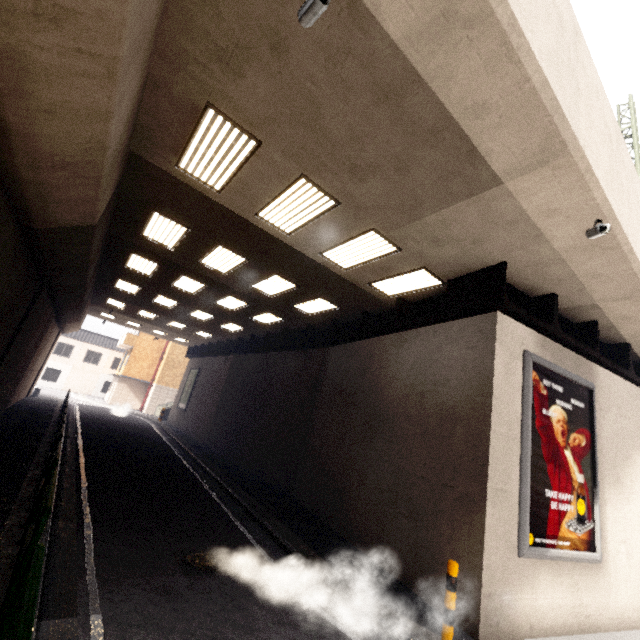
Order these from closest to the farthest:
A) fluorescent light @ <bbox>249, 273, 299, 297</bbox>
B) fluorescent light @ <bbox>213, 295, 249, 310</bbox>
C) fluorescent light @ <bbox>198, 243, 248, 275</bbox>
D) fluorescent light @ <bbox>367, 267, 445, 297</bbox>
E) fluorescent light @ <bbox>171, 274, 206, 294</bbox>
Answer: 1. fluorescent light @ <bbox>367, 267, 445, 297</bbox>
2. fluorescent light @ <bbox>198, 243, 248, 275</bbox>
3. fluorescent light @ <bbox>249, 273, 299, 297</bbox>
4. fluorescent light @ <bbox>171, 274, 206, 294</bbox>
5. fluorescent light @ <bbox>213, 295, 249, 310</bbox>

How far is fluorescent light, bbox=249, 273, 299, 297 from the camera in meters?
10.7 m

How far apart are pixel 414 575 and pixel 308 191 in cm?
815

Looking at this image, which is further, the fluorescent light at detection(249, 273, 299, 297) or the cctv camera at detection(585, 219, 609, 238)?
the fluorescent light at detection(249, 273, 299, 297)

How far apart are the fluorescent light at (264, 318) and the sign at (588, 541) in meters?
10.0 m

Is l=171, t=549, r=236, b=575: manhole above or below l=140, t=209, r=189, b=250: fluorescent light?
below

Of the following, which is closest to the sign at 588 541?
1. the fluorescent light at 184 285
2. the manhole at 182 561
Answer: the manhole at 182 561

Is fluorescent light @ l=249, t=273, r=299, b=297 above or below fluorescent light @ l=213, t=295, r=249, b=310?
below
